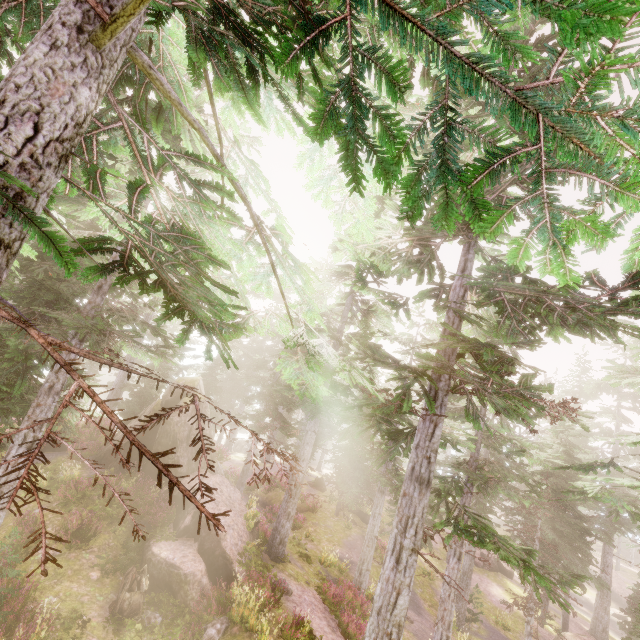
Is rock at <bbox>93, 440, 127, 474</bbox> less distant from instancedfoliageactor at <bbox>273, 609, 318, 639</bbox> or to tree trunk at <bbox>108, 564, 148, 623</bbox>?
instancedfoliageactor at <bbox>273, 609, 318, 639</bbox>

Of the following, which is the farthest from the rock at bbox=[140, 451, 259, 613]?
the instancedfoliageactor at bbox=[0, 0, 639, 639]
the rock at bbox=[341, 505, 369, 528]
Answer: the rock at bbox=[341, 505, 369, 528]

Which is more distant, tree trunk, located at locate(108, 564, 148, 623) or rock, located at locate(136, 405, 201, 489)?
rock, located at locate(136, 405, 201, 489)

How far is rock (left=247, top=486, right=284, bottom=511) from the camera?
26.2 meters

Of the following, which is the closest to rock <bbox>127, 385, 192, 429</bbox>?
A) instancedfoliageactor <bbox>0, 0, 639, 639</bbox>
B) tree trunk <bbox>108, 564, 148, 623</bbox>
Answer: instancedfoliageactor <bbox>0, 0, 639, 639</bbox>

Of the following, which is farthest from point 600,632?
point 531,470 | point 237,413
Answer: point 237,413

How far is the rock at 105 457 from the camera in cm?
1795

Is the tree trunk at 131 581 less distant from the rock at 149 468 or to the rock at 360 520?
the rock at 149 468
